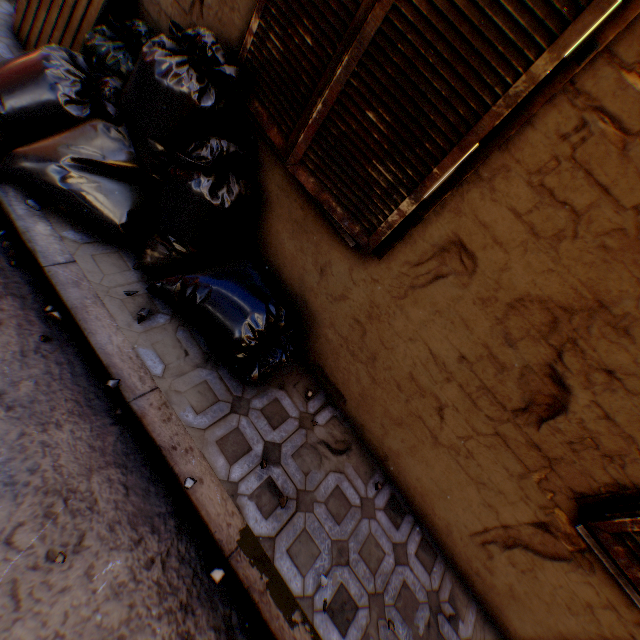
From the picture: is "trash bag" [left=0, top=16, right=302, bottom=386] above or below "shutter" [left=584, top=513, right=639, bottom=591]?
below

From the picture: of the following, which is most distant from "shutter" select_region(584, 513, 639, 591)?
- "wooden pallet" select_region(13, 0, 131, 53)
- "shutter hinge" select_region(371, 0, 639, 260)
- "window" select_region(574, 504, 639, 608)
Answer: "wooden pallet" select_region(13, 0, 131, 53)

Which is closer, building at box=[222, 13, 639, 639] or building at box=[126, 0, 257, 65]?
building at box=[222, 13, 639, 639]

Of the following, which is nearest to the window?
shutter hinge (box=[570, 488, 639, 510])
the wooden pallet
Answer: shutter hinge (box=[570, 488, 639, 510])

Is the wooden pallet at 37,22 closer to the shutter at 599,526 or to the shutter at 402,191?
the shutter at 402,191

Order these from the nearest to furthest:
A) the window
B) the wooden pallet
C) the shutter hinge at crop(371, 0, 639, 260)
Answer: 1. the shutter hinge at crop(371, 0, 639, 260)
2. the window
3. the wooden pallet

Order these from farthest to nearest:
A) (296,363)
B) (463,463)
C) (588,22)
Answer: (296,363)
(463,463)
(588,22)

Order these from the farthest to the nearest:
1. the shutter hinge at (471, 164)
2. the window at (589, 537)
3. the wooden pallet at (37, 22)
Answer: the wooden pallet at (37, 22) → the window at (589, 537) → the shutter hinge at (471, 164)
